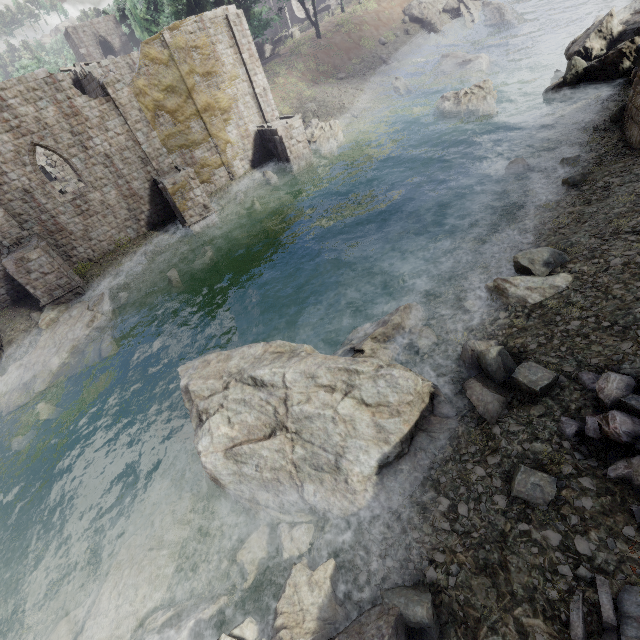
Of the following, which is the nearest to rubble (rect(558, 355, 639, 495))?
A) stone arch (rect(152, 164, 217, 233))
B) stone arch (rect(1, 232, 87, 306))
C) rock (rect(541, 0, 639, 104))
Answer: rock (rect(541, 0, 639, 104))

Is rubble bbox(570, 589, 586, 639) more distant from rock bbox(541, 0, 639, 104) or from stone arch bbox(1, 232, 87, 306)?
stone arch bbox(1, 232, 87, 306)

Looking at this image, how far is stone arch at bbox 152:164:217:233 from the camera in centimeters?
2089cm

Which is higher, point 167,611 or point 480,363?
point 480,363

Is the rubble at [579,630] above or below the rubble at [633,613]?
below

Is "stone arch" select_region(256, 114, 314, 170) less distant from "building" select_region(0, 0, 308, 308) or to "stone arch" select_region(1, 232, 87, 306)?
"building" select_region(0, 0, 308, 308)

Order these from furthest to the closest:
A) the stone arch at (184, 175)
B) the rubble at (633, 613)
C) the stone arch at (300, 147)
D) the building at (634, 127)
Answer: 1. the stone arch at (300, 147)
2. the stone arch at (184, 175)
3. the building at (634, 127)
4. the rubble at (633, 613)

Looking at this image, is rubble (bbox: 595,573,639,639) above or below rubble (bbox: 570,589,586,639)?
above
